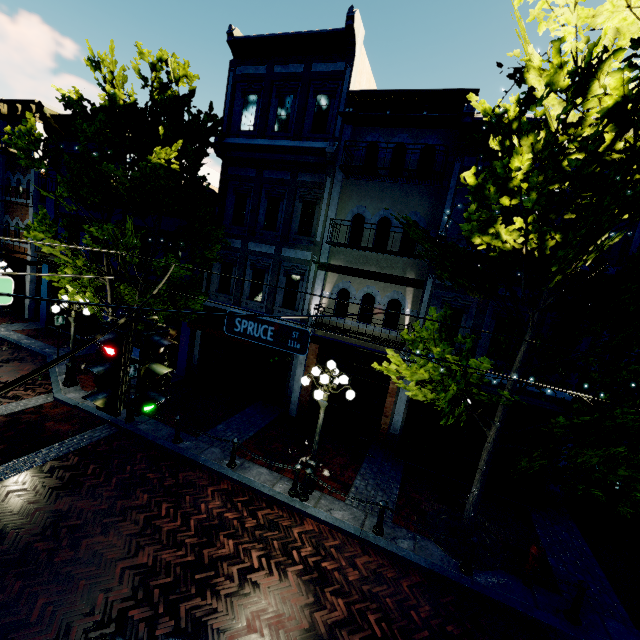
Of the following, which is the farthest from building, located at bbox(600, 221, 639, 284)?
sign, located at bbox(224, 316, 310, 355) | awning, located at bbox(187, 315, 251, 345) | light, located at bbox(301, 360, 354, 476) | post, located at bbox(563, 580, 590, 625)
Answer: sign, located at bbox(224, 316, 310, 355)

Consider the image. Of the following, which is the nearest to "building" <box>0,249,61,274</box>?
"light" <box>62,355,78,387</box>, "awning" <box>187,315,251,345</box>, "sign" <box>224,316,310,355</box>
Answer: "awning" <box>187,315,251,345</box>

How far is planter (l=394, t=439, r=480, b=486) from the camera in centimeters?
1032cm

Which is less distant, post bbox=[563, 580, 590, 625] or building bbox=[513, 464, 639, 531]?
post bbox=[563, 580, 590, 625]

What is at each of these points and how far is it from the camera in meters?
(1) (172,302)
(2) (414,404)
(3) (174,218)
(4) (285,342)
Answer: (1) tree, 12.5 m
(2) building, 11.5 m
(3) building, 14.6 m
(4) sign, 5.7 m

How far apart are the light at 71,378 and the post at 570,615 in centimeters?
1518cm

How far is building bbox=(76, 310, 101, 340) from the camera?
16.9 meters

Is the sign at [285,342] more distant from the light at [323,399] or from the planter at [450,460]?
the planter at [450,460]
